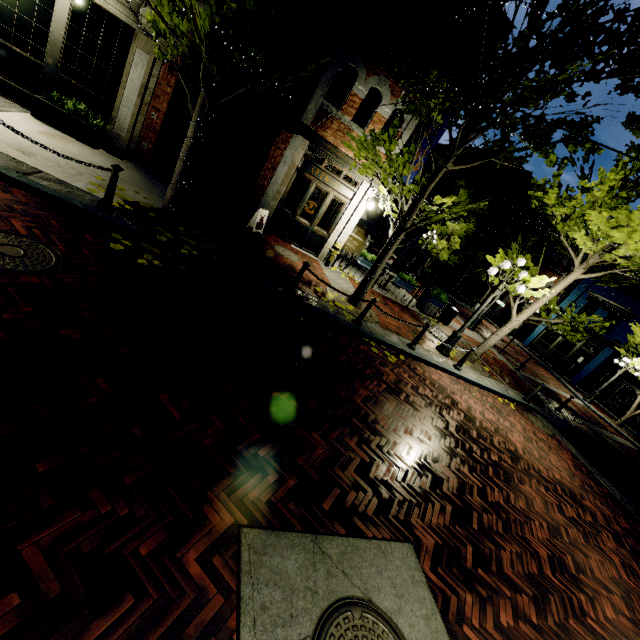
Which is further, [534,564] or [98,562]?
[534,564]

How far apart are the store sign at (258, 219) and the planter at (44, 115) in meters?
4.2 m

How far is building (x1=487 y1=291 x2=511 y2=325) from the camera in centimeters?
3153cm

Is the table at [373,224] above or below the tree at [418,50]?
below

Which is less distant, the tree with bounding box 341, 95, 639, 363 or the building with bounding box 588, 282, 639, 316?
the tree with bounding box 341, 95, 639, 363

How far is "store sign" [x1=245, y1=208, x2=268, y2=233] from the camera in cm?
1009

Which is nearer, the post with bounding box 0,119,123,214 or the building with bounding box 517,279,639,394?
the post with bounding box 0,119,123,214

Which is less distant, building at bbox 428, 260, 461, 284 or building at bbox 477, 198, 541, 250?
building at bbox 477, 198, 541, 250
